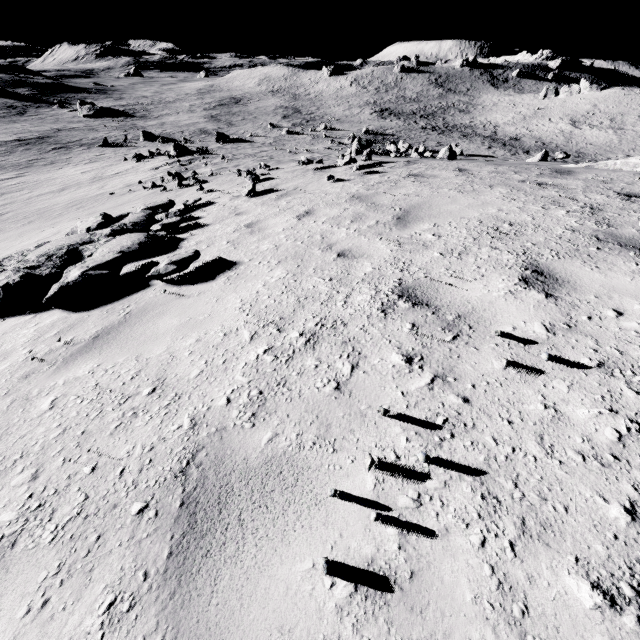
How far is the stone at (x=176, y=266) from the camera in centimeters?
410cm

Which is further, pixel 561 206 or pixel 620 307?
pixel 561 206

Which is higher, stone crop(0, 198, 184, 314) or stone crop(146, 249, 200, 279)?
stone crop(146, 249, 200, 279)

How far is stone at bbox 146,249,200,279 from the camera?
4.10m

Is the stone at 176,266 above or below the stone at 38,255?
above
